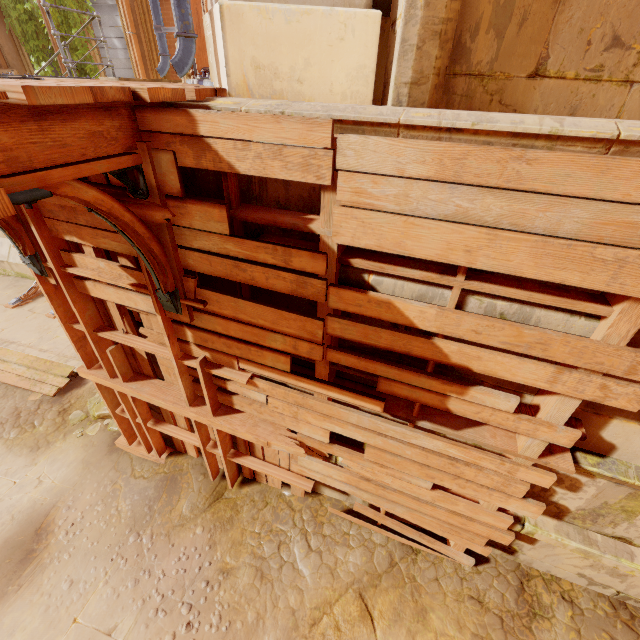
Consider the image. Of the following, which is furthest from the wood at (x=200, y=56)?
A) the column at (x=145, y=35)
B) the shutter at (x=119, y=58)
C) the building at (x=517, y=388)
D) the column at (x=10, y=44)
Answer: the column at (x=10, y=44)

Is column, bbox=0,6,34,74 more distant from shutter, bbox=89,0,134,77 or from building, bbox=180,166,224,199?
building, bbox=180,166,224,199

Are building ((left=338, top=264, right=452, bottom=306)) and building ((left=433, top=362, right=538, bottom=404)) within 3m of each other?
yes

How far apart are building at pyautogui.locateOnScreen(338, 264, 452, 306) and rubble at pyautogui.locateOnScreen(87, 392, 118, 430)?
5.44m

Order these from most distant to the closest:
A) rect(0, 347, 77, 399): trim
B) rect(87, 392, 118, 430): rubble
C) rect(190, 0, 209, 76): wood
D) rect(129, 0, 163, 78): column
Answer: rect(129, 0, 163, 78): column < rect(0, 347, 77, 399): trim < rect(87, 392, 118, 430): rubble < rect(190, 0, 209, 76): wood

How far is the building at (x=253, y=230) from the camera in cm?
237

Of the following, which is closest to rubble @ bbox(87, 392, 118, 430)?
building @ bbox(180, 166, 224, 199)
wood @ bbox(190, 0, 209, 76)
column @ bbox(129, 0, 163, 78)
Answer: wood @ bbox(190, 0, 209, 76)

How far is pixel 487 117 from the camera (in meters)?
1.66
